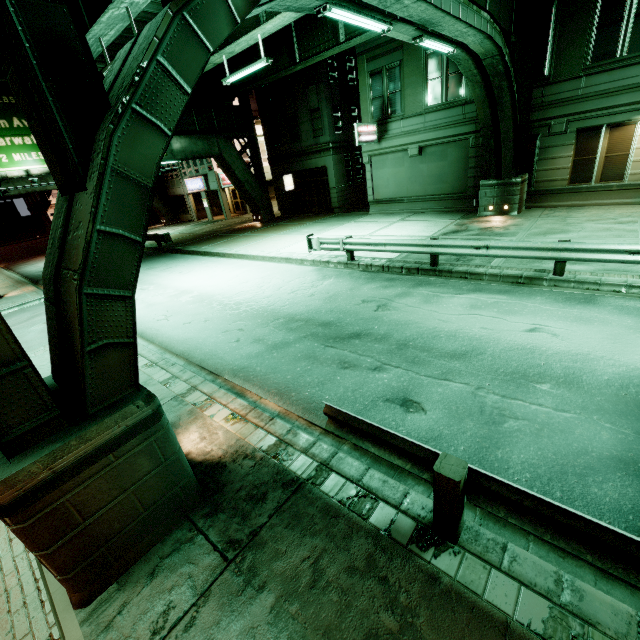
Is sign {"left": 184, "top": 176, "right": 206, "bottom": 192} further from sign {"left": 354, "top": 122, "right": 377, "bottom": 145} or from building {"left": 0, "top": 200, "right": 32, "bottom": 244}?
building {"left": 0, "top": 200, "right": 32, "bottom": 244}

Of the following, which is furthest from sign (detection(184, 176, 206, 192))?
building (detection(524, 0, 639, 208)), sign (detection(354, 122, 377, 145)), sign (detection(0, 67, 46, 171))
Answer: building (detection(524, 0, 639, 208))

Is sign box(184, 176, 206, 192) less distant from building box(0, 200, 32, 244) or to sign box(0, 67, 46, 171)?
sign box(0, 67, 46, 171)

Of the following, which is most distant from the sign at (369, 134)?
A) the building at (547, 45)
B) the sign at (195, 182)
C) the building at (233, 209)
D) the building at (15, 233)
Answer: the building at (15, 233)

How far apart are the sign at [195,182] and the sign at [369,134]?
20.2 meters

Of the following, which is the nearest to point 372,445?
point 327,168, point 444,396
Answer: point 444,396

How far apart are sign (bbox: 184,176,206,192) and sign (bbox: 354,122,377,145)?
20.2m

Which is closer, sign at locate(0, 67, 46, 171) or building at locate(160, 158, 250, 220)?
sign at locate(0, 67, 46, 171)
